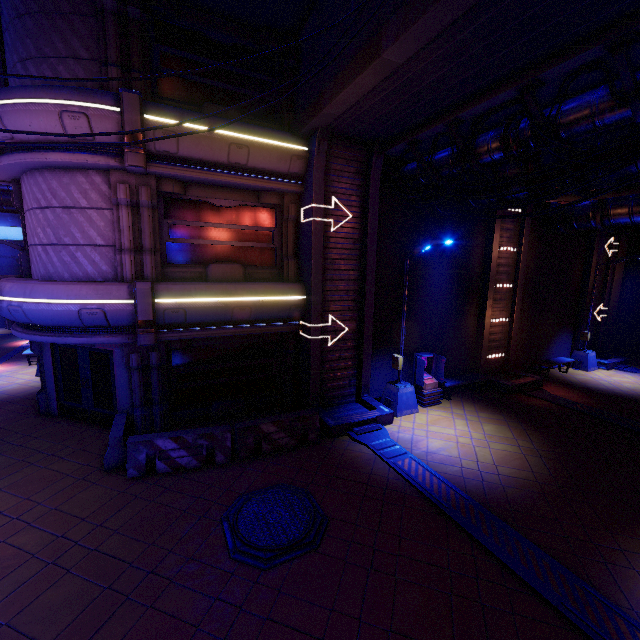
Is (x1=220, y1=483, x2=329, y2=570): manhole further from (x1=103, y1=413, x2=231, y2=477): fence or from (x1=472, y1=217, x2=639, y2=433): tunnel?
(x1=472, y1=217, x2=639, y2=433): tunnel

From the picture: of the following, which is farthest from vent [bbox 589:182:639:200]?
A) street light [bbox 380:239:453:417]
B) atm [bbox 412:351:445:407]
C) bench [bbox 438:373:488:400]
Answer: bench [bbox 438:373:488:400]

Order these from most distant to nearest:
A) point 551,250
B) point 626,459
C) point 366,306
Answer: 1. point 551,250
2. point 366,306
3. point 626,459

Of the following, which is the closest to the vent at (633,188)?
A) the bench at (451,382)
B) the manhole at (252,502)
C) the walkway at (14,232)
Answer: the bench at (451,382)

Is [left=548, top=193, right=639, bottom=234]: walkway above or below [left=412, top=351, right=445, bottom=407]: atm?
above

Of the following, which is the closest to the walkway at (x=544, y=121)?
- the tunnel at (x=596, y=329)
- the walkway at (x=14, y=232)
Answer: the tunnel at (x=596, y=329)

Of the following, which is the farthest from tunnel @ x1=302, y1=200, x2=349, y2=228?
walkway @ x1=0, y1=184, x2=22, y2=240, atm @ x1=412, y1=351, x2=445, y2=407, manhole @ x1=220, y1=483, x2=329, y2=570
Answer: walkway @ x1=0, y1=184, x2=22, y2=240

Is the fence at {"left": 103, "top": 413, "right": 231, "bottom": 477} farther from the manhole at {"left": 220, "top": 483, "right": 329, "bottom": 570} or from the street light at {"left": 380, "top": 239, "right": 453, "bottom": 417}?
the street light at {"left": 380, "top": 239, "right": 453, "bottom": 417}
